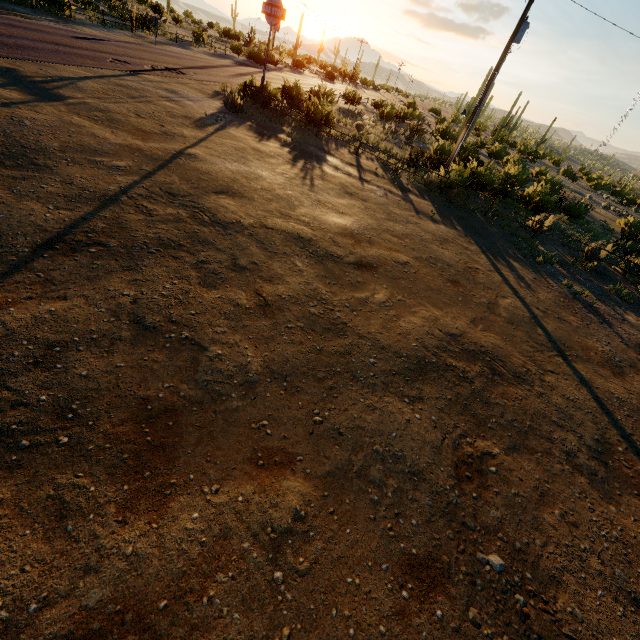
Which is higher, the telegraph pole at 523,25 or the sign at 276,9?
the telegraph pole at 523,25

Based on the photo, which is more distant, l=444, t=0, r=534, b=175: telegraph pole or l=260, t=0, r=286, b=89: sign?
l=260, t=0, r=286, b=89: sign

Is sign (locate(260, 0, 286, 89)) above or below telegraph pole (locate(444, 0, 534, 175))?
below

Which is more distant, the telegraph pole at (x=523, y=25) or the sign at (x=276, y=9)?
the sign at (x=276, y=9)

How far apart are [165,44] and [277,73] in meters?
14.5
